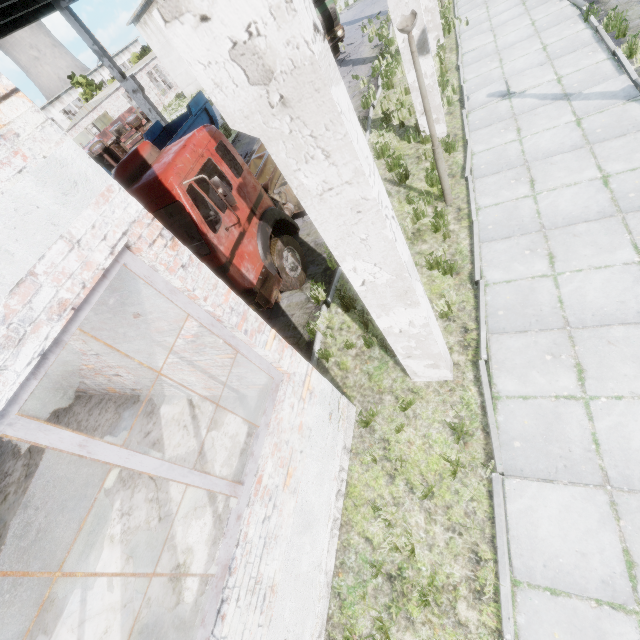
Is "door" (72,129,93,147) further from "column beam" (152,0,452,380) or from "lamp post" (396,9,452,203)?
"lamp post" (396,9,452,203)

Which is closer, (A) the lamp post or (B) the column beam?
(B) the column beam

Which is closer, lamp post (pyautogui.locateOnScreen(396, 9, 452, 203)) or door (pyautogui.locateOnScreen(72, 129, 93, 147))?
lamp post (pyautogui.locateOnScreen(396, 9, 452, 203))

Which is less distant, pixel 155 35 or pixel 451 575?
pixel 451 575

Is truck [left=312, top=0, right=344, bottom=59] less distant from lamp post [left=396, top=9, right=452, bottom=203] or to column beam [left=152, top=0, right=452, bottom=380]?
lamp post [left=396, top=9, right=452, bottom=203]

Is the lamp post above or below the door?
below

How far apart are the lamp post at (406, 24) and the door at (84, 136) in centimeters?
5720cm

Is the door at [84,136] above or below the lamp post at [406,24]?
above
